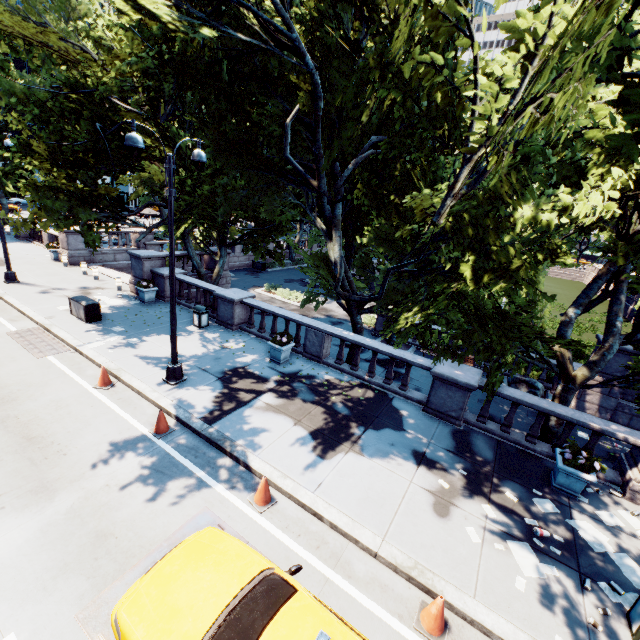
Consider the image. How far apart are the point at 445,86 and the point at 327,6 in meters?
5.9 m

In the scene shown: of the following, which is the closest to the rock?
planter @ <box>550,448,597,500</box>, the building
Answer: planter @ <box>550,448,597,500</box>

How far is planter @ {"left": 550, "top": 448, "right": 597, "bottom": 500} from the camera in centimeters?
797cm

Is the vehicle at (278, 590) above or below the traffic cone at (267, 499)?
above

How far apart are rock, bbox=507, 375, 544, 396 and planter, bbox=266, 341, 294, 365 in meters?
12.3

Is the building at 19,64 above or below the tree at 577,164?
above

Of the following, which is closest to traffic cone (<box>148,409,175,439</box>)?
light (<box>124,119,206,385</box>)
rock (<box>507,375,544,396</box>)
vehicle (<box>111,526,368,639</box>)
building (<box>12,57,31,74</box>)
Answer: light (<box>124,119,206,385</box>)

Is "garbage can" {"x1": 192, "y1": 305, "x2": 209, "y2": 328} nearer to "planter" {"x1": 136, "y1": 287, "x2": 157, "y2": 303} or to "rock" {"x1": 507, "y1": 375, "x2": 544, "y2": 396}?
"planter" {"x1": 136, "y1": 287, "x2": 157, "y2": 303}
